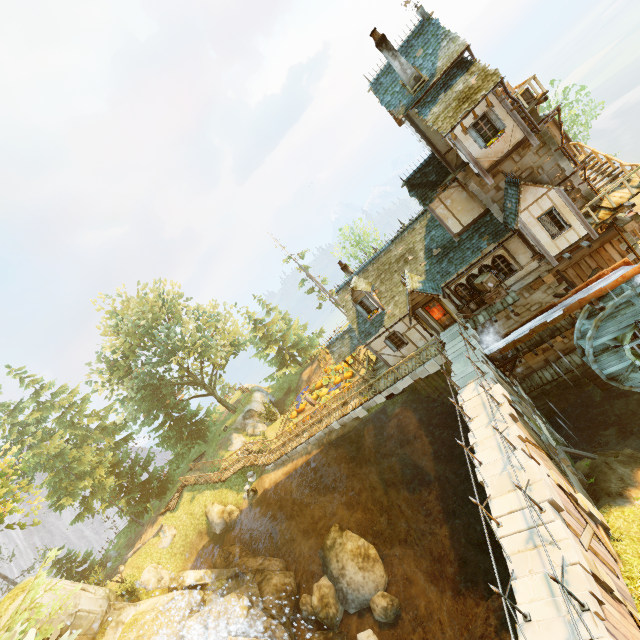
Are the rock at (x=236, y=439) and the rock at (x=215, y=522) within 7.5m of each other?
yes

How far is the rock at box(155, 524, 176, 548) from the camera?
27.2 meters

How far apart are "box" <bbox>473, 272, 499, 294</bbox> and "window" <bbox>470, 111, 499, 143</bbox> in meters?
6.5

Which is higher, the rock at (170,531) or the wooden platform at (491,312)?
the rock at (170,531)

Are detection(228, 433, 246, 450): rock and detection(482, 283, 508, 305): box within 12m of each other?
no

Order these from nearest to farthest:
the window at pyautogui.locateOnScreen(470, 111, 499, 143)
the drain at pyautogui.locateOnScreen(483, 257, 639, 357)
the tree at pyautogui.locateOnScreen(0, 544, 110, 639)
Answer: the tree at pyautogui.locateOnScreen(0, 544, 110, 639)
the window at pyautogui.locateOnScreen(470, 111, 499, 143)
the drain at pyautogui.locateOnScreen(483, 257, 639, 357)

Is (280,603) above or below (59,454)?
below

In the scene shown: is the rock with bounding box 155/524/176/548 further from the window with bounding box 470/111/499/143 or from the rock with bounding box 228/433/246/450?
the window with bounding box 470/111/499/143
